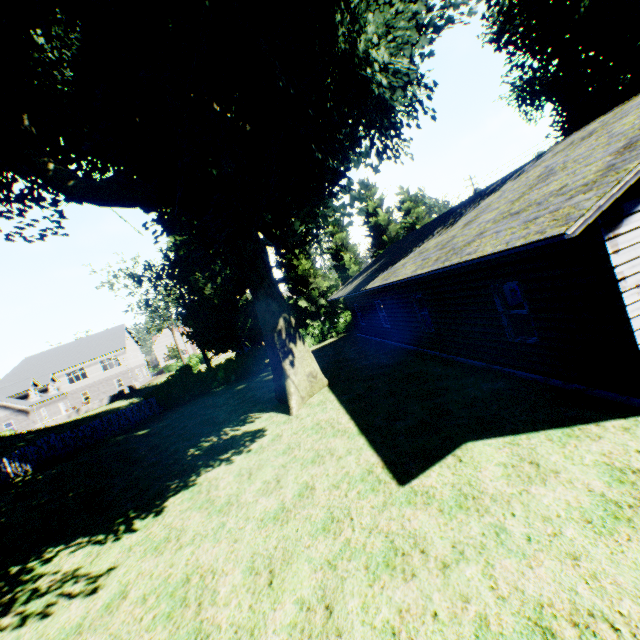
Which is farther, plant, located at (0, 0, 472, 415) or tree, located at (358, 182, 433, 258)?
tree, located at (358, 182, 433, 258)

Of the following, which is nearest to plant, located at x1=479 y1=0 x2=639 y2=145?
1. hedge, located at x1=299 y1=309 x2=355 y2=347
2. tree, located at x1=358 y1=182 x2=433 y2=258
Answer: tree, located at x1=358 y1=182 x2=433 y2=258

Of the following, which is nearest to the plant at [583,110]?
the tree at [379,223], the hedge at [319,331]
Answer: the tree at [379,223]

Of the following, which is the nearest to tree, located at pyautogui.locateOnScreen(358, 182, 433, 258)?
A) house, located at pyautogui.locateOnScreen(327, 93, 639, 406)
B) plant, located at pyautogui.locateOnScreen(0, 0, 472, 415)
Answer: plant, located at pyautogui.locateOnScreen(0, 0, 472, 415)

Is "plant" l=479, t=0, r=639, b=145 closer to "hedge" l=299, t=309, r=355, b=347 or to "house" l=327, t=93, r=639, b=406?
"hedge" l=299, t=309, r=355, b=347

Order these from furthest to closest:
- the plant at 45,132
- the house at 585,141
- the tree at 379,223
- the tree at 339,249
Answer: the tree at 379,223 → the tree at 339,249 → the plant at 45,132 → the house at 585,141

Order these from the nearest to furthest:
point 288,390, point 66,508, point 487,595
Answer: point 487,595, point 66,508, point 288,390
